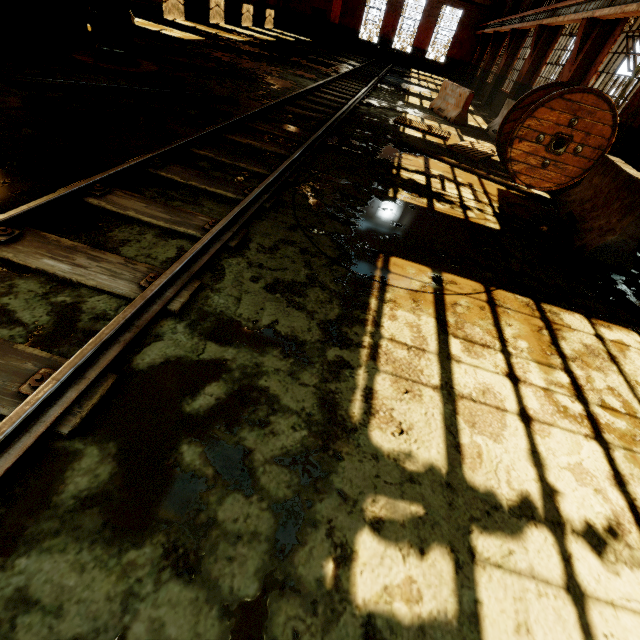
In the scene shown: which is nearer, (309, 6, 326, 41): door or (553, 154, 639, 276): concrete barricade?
(553, 154, 639, 276): concrete barricade

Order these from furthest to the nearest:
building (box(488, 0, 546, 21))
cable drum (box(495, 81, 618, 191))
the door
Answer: the door → building (box(488, 0, 546, 21)) → cable drum (box(495, 81, 618, 191))

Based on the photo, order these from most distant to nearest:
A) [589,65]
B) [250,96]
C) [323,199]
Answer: [589,65]
[250,96]
[323,199]

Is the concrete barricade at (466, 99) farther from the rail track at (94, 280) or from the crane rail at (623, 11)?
the crane rail at (623, 11)

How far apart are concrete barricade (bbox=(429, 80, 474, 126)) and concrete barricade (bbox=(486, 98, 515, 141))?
0.9m

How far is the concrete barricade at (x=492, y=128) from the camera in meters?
11.0 m

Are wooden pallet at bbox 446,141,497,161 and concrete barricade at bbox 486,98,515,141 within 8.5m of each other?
yes

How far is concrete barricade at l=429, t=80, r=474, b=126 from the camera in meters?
11.2 m
